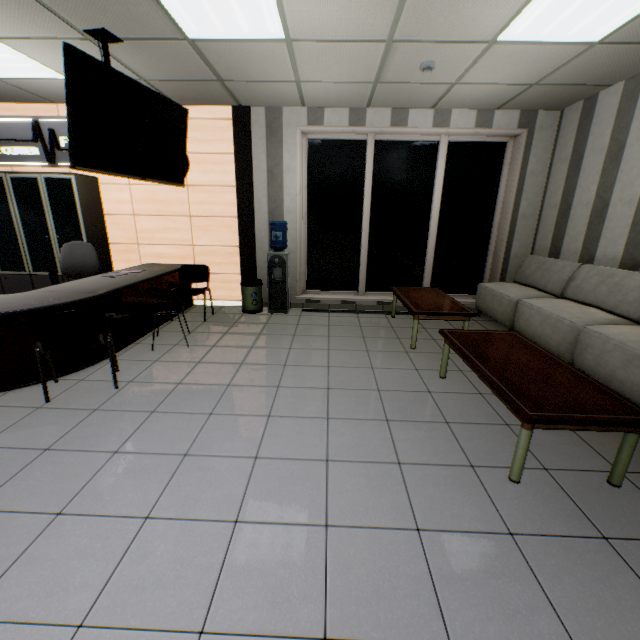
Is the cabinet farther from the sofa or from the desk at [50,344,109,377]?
the sofa

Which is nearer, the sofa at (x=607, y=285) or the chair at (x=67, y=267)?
the sofa at (x=607, y=285)

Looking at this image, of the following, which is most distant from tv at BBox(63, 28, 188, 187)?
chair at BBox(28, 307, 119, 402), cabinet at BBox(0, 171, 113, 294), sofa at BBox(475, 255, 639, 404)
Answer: sofa at BBox(475, 255, 639, 404)

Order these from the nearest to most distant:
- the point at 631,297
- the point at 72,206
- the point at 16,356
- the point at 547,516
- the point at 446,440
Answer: the point at 547,516 < the point at 446,440 < the point at 16,356 < the point at 631,297 < the point at 72,206

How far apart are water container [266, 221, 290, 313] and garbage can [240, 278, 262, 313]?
0.11m

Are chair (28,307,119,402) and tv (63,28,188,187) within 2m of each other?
yes

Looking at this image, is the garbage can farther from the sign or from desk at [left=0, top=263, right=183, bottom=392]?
the sign

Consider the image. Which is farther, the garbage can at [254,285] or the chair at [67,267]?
the garbage can at [254,285]
